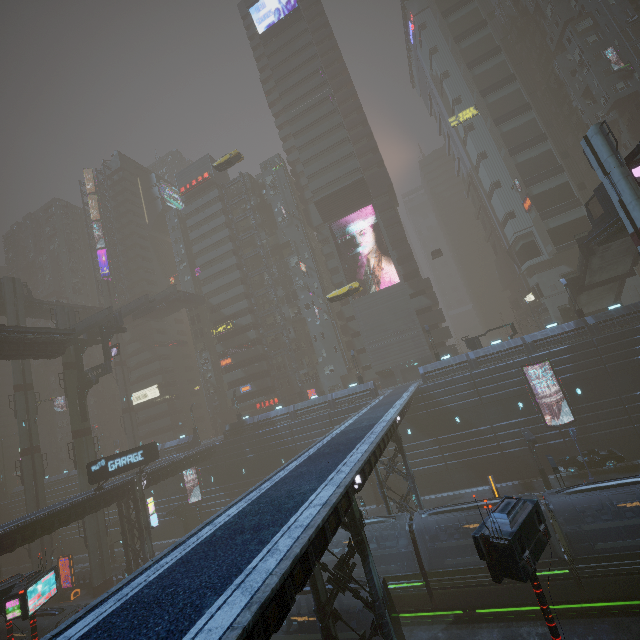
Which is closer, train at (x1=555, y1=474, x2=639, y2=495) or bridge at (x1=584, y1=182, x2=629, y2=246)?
train at (x1=555, y1=474, x2=639, y2=495)

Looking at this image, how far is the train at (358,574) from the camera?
16.9 meters

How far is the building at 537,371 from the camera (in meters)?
33.03

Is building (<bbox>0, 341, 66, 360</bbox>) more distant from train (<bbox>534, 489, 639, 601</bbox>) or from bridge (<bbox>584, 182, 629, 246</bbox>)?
bridge (<bbox>584, 182, 629, 246</bbox>)

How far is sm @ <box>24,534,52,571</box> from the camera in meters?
41.1

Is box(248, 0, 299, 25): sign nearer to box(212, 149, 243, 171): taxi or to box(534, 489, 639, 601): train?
box(212, 149, 243, 171): taxi

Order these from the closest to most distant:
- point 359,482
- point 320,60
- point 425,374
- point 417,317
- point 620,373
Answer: point 359,482 → point 620,373 → point 425,374 → point 417,317 → point 320,60

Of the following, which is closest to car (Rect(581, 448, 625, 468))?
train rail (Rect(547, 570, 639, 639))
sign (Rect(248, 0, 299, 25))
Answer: train rail (Rect(547, 570, 639, 639))
